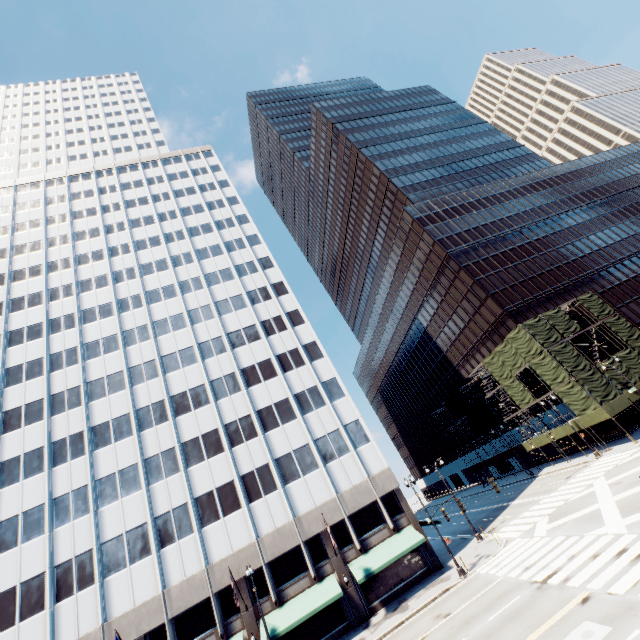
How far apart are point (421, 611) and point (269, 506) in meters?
14.4 m

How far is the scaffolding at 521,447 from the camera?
39.1m

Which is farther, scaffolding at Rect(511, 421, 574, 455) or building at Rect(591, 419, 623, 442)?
scaffolding at Rect(511, 421, 574, 455)

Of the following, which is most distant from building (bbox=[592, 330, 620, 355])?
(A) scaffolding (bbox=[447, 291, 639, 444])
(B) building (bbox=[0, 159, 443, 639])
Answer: (B) building (bbox=[0, 159, 443, 639])

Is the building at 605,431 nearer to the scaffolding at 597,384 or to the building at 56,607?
the scaffolding at 597,384

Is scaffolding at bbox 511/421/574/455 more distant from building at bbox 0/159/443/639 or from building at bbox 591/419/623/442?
building at bbox 0/159/443/639
